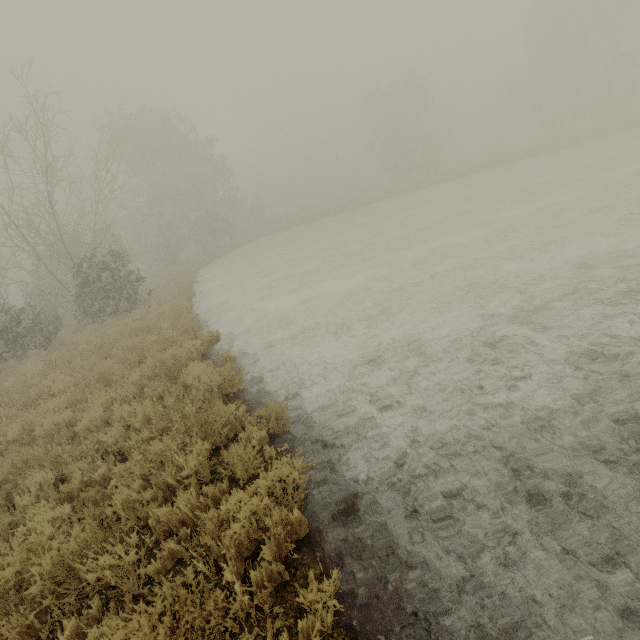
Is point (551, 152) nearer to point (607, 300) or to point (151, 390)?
point (607, 300)
